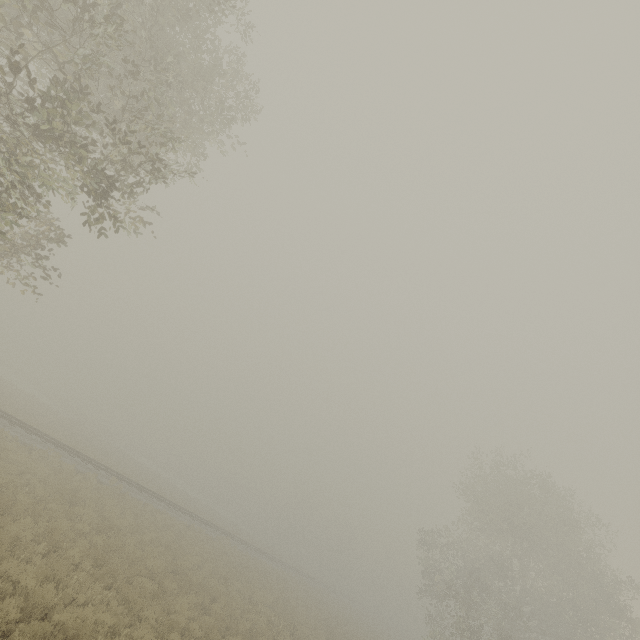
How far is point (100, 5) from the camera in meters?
10.1

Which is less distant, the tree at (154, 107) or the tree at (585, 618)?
the tree at (154, 107)

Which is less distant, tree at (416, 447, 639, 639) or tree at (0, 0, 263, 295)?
tree at (0, 0, 263, 295)
